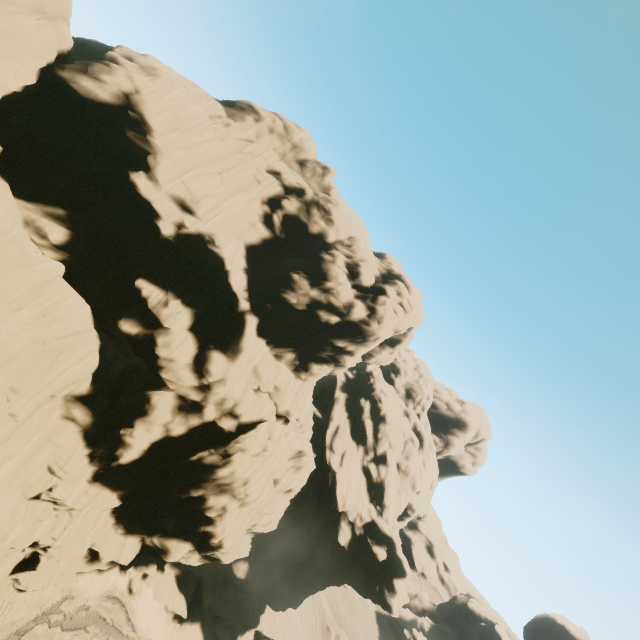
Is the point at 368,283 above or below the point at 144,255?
above

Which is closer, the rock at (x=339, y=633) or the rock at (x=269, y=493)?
the rock at (x=269, y=493)

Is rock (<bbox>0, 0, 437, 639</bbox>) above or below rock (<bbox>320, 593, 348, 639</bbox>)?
above

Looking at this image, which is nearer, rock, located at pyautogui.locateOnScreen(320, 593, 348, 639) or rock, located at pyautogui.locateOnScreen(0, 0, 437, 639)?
rock, located at pyautogui.locateOnScreen(0, 0, 437, 639)

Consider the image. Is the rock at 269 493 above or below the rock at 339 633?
above
